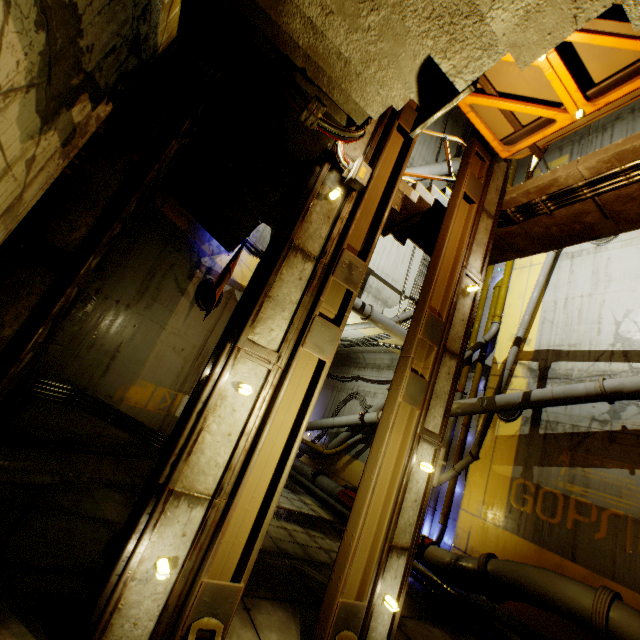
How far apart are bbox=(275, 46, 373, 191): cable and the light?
4.28m

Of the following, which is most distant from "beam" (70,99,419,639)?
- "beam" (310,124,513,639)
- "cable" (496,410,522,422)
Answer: "cable" (496,410,522,422)

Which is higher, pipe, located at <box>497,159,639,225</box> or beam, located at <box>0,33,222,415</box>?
pipe, located at <box>497,159,639,225</box>

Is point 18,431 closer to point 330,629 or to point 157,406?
point 157,406

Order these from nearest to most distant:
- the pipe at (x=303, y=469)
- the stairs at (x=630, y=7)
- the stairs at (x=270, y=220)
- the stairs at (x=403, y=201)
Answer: the stairs at (x=630, y=7) → the stairs at (x=270, y=220) → the stairs at (x=403, y=201) → the pipe at (x=303, y=469)

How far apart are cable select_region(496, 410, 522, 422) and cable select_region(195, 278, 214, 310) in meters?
9.4

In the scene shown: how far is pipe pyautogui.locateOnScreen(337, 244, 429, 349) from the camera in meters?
11.2 m

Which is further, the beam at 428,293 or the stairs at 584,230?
the stairs at 584,230
